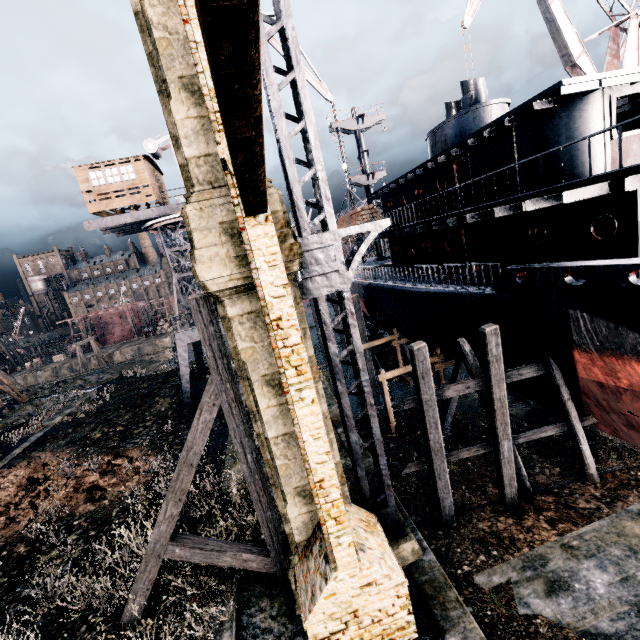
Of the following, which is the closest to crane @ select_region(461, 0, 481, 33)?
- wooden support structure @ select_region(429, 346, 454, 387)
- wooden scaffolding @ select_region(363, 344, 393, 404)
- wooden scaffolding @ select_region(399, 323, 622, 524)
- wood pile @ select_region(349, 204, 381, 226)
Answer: wood pile @ select_region(349, 204, 381, 226)

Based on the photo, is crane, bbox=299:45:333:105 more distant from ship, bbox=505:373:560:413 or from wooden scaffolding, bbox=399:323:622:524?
wooden scaffolding, bbox=399:323:622:524

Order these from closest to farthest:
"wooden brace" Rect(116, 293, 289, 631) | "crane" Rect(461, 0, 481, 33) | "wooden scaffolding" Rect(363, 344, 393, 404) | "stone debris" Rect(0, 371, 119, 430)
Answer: "wooden brace" Rect(116, 293, 289, 631) → "crane" Rect(461, 0, 481, 33) → "wooden scaffolding" Rect(363, 344, 393, 404) → "stone debris" Rect(0, 371, 119, 430)

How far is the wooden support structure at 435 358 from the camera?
19.7m

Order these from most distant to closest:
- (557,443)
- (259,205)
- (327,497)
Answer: (557,443), (327,497), (259,205)

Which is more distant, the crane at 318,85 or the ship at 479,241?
the crane at 318,85

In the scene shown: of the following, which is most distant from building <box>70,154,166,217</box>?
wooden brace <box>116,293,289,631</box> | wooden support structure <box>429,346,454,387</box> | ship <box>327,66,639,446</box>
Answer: wooden support structure <box>429,346,454,387</box>

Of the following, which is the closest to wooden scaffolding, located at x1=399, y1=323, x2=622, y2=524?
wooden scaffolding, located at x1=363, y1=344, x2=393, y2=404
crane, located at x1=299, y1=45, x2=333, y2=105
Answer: wooden scaffolding, located at x1=363, y1=344, x2=393, y2=404
